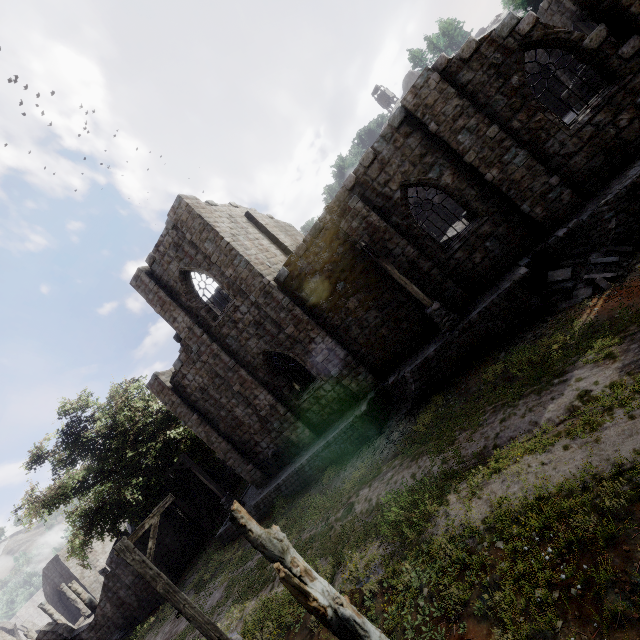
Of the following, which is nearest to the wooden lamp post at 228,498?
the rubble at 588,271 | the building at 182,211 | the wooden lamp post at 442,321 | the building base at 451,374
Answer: the building base at 451,374

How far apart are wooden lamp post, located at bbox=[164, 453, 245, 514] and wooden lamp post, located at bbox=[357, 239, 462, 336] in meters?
15.5

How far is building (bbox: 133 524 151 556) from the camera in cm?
2153

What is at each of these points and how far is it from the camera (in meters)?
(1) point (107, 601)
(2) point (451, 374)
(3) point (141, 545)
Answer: (1) building, 21.48
(2) building base, 11.89
(3) building, 21.77

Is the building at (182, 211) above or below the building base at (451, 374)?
above

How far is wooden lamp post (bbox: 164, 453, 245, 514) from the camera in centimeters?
1858cm

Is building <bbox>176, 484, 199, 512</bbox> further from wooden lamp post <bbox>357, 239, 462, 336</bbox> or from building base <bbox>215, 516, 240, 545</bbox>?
wooden lamp post <bbox>357, 239, 462, 336</bbox>

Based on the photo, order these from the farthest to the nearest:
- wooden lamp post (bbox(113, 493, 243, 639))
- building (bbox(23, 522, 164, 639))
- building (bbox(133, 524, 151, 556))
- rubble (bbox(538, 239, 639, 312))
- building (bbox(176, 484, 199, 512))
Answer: building (bbox(176, 484, 199, 512)) < building (bbox(133, 524, 151, 556)) < building (bbox(23, 522, 164, 639)) < rubble (bbox(538, 239, 639, 312)) < wooden lamp post (bbox(113, 493, 243, 639))
